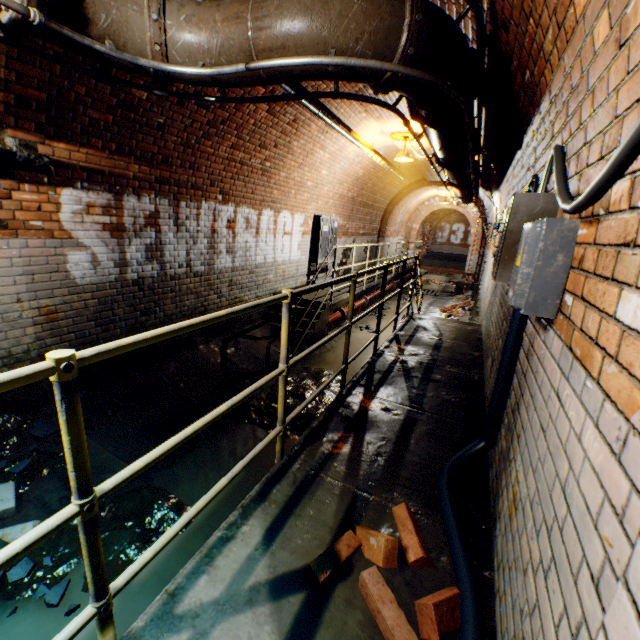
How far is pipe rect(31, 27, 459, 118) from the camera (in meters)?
1.99

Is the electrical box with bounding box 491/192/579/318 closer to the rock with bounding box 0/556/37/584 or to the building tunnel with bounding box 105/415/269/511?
the building tunnel with bounding box 105/415/269/511

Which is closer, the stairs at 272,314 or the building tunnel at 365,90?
the building tunnel at 365,90

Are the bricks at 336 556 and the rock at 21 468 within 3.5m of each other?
yes

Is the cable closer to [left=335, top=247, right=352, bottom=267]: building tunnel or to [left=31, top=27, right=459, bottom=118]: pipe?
[left=335, top=247, right=352, bottom=267]: building tunnel

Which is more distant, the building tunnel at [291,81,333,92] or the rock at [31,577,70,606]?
the building tunnel at [291,81,333,92]

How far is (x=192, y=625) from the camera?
1.4 meters

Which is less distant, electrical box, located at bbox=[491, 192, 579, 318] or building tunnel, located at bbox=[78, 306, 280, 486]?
electrical box, located at bbox=[491, 192, 579, 318]
